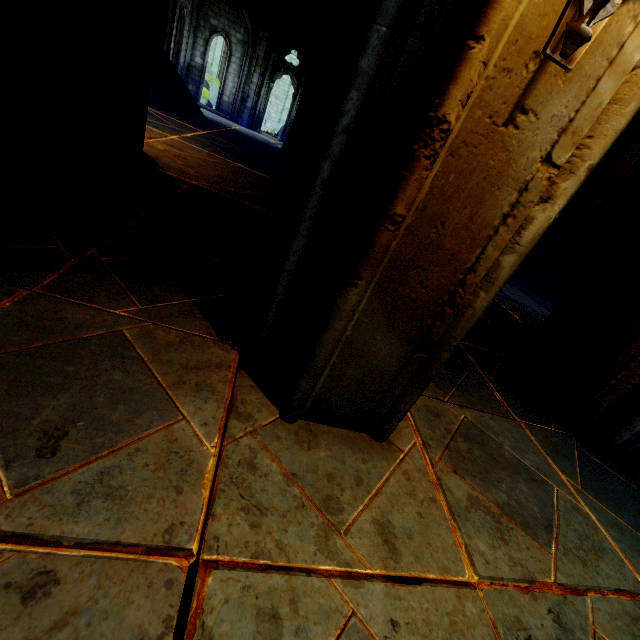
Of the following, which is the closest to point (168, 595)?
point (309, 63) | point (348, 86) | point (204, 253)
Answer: point (348, 86)

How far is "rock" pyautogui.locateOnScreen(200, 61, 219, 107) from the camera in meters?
21.3

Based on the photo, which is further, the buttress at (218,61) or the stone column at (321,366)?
the buttress at (218,61)

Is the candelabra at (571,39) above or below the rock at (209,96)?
above

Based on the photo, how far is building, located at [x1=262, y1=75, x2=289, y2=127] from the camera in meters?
33.2 m

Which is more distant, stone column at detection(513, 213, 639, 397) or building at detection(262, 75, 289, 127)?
building at detection(262, 75, 289, 127)

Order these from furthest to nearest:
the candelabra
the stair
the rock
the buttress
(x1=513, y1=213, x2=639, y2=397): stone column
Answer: the buttress → the rock → the stair → (x1=513, y1=213, x2=639, y2=397): stone column → the candelabra

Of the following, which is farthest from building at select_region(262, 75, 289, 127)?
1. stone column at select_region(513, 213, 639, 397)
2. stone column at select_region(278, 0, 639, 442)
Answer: stone column at select_region(278, 0, 639, 442)
